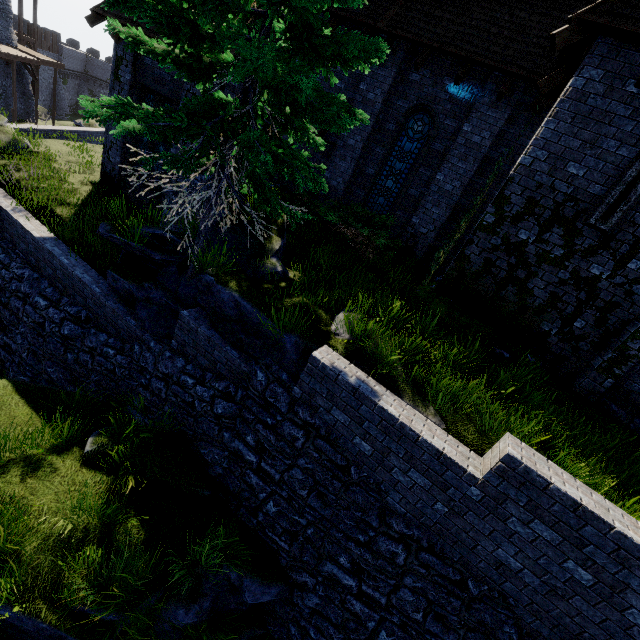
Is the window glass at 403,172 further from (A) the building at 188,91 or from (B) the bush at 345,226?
(B) the bush at 345,226

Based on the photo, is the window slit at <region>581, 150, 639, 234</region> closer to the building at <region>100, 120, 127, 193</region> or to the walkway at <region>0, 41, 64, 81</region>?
the building at <region>100, 120, 127, 193</region>

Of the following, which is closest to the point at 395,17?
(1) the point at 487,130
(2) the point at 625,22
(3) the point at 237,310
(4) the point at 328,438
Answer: (1) the point at 487,130

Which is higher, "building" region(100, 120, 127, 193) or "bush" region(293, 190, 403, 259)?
"bush" region(293, 190, 403, 259)

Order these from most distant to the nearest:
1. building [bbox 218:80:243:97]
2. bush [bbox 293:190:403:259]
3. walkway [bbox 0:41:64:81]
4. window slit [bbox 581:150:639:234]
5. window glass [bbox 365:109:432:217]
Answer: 1. walkway [bbox 0:41:64:81]
2. window glass [bbox 365:109:432:217]
3. building [bbox 218:80:243:97]
4. bush [bbox 293:190:403:259]
5. window slit [bbox 581:150:639:234]

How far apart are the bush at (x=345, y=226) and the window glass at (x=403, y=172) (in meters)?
1.57

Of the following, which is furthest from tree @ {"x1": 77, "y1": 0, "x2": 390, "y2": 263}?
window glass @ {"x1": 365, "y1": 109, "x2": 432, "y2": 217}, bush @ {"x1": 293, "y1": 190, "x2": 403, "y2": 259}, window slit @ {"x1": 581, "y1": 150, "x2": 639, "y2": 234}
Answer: window slit @ {"x1": 581, "y1": 150, "x2": 639, "y2": 234}

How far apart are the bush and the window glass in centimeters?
157cm
